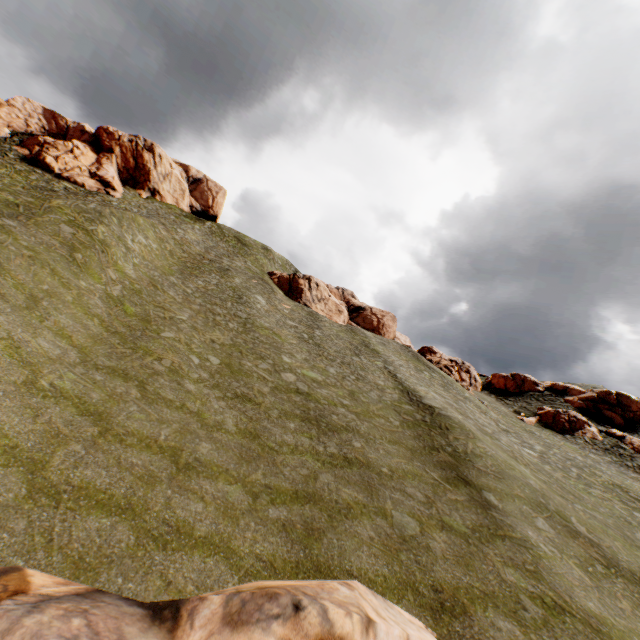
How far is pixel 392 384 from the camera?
30.84m

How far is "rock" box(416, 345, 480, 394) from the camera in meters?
48.5 m

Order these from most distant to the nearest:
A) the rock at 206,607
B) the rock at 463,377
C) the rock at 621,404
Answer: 1. the rock at 463,377
2. the rock at 621,404
3. the rock at 206,607

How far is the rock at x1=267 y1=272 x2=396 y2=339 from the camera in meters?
53.7

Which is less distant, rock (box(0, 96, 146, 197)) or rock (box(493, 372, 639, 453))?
rock (box(493, 372, 639, 453))

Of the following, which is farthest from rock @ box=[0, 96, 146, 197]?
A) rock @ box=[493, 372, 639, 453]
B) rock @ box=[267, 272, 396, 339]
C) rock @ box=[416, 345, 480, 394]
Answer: rock @ box=[416, 345, 480, 394]

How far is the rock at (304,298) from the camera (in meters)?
53.69

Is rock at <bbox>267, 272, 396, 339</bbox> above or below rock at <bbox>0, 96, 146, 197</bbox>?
below
